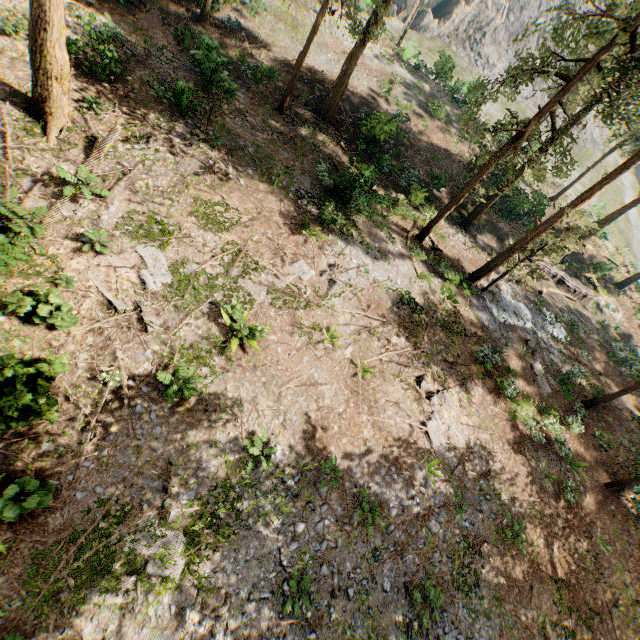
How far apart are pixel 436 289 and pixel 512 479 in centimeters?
1047cm

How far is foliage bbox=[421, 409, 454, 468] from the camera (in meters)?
13.51

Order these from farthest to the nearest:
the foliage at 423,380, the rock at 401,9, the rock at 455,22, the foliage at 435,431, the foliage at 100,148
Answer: the rock at 455,22
the rock at 401,9
the foliage at 423,380
the foliage at 435,431
the foliage at 100,148

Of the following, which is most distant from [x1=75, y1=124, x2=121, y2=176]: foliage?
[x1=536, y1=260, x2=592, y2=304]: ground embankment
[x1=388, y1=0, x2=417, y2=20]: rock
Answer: [x1=388, y1=0, x2=417, y2=20]: rock

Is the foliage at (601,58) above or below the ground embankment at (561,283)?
above
